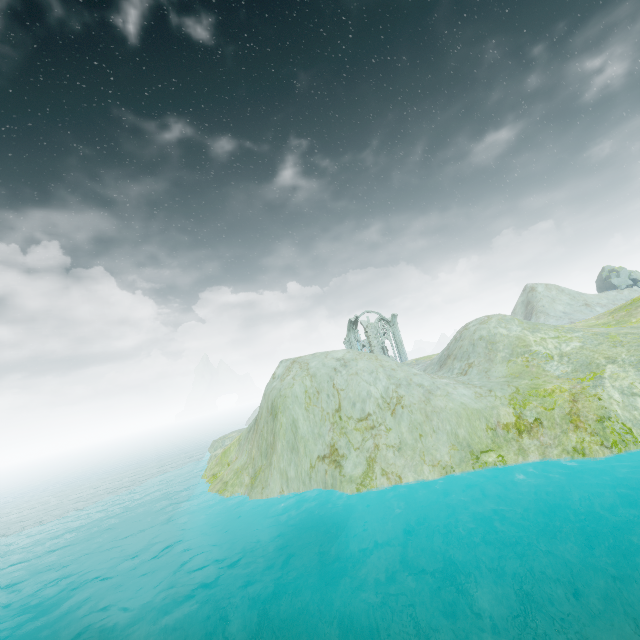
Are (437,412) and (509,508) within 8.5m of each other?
yes

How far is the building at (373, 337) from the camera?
50.4m

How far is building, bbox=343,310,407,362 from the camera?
50.4m
